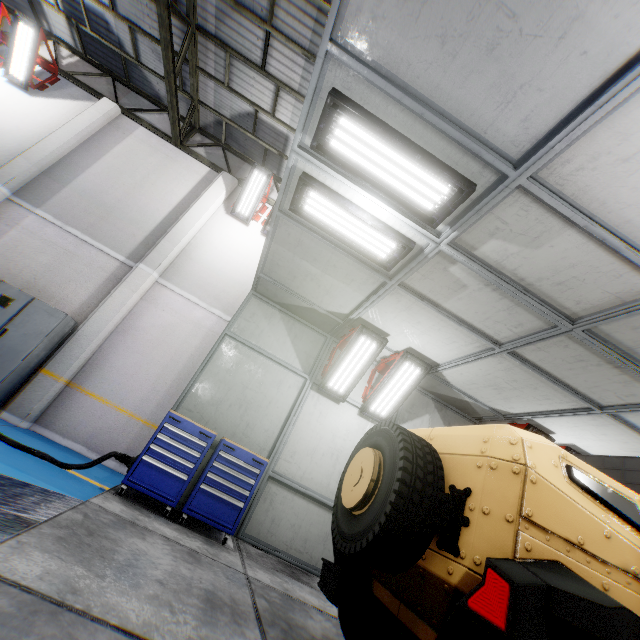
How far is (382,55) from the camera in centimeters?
252cm

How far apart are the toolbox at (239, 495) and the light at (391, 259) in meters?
3.4

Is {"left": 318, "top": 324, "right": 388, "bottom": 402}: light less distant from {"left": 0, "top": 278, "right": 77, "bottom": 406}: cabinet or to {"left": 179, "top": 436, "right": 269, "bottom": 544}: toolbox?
{"left": 179, "top": 436, "right": 269, "bottom": 544}: toolbox

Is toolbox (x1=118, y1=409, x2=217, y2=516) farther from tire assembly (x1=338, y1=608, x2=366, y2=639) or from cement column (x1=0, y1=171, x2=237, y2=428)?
cement column (x1=0, y1=171, x2=237, y2=428)

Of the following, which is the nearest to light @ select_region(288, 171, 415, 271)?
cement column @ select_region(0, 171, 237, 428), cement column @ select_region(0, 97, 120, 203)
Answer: cement column @ select_region(0, 171, 237, 428)

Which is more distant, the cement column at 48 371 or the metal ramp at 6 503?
the cement column at 48 371

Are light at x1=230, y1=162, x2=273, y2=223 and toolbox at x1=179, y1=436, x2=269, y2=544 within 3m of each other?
no

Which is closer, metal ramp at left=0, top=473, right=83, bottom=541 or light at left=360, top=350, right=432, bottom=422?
metal ramp at left=0, top=473, right=83, bottom=541
